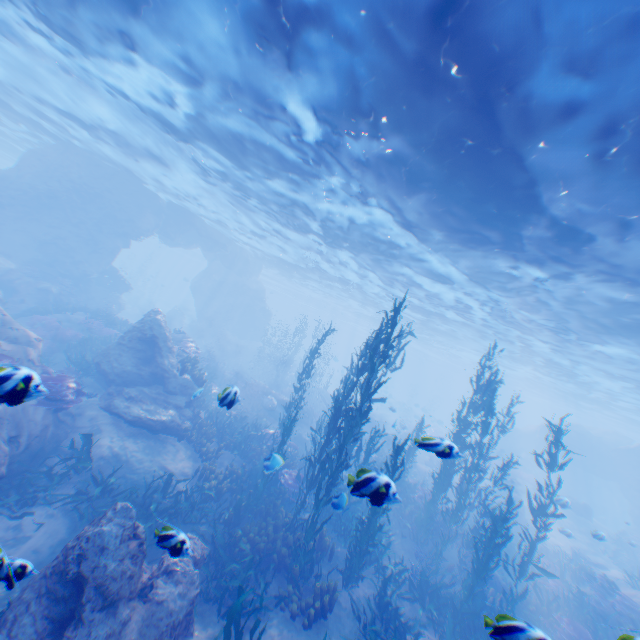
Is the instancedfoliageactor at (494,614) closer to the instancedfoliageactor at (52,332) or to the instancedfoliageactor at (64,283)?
the instancedfoliageactor at (52,332)

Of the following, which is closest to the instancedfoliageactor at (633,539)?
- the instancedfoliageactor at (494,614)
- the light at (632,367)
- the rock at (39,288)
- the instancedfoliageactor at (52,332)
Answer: the rock at (39,288)

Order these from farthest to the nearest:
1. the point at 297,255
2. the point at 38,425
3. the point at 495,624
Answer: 1. the point at 297,255
2. the point at 38,425
3. the point at 495,624

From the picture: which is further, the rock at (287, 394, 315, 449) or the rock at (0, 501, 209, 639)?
the rock at (287, 394, 315, 449)

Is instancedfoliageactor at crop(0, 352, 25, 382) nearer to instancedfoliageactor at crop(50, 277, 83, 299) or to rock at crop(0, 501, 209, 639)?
rock at crop(0, 501, 209, 639)

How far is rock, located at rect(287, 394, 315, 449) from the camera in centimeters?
2073cm

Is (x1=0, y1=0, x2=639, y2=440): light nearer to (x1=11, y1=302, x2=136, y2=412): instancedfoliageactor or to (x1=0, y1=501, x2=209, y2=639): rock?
(x1=0, y1=501, x2=209, y2=639): rock

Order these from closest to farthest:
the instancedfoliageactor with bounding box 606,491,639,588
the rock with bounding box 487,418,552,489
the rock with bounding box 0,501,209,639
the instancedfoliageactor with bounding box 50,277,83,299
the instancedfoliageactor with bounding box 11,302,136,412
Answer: the rock with bounding box 0,501,209,639 → the instancedfoliageactor with bounding box 11,302,136,412 → the instancedfoliageactor with bounding box 606,491,639,588 → the instancedfoliageactor with bounding box 50,277,83,299 → the rock with bounding box 487,418,552,489
